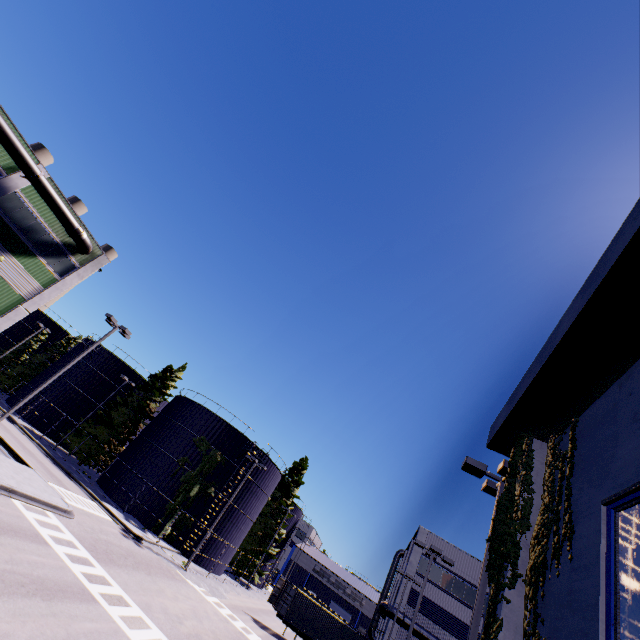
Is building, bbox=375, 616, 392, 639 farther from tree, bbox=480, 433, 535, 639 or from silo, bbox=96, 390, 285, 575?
silo, bbox=96, 390, 285, 575

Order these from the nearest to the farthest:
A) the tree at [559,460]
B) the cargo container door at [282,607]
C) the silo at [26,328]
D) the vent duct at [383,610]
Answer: the tree at [559,460], the cargo container door at [282,607], the vent duct at [383,610], the silo at [26,328]

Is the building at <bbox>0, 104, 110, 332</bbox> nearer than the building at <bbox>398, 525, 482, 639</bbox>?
Yes

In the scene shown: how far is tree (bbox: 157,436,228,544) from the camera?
31.84m

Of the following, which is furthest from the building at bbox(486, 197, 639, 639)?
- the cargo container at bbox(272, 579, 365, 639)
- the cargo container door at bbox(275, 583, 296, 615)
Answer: the cargo container door at bbox(275, 583, 296, 615)

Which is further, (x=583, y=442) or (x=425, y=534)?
(x=425, y=534)

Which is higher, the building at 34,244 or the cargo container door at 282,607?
the building at 34,244

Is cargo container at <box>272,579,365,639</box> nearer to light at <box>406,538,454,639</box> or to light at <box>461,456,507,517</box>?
light at <box>406,538,454,639</box>
